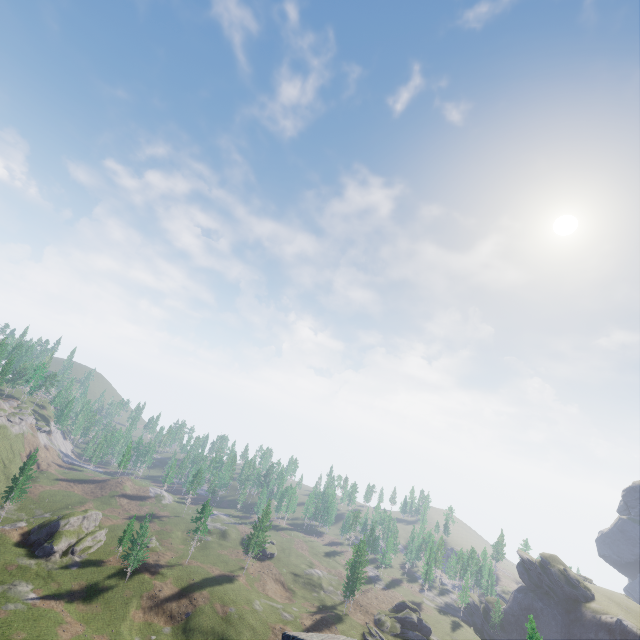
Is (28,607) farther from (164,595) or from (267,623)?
(267,623)
